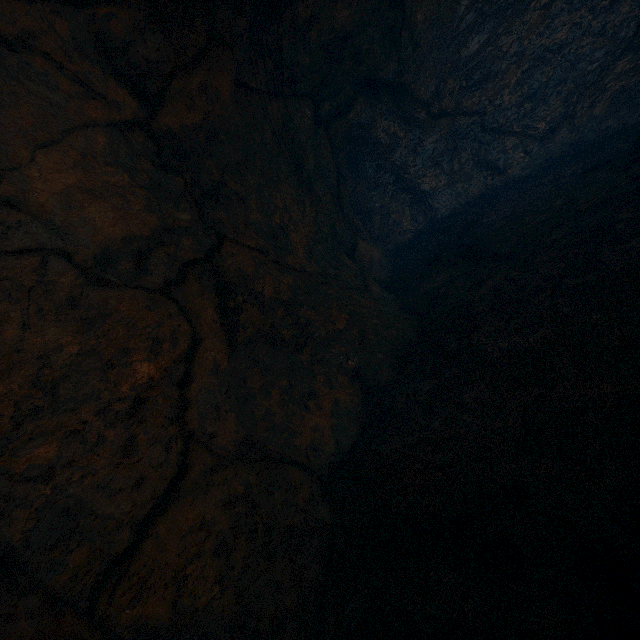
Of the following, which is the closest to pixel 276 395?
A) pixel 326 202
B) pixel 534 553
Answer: pixel 534 553
